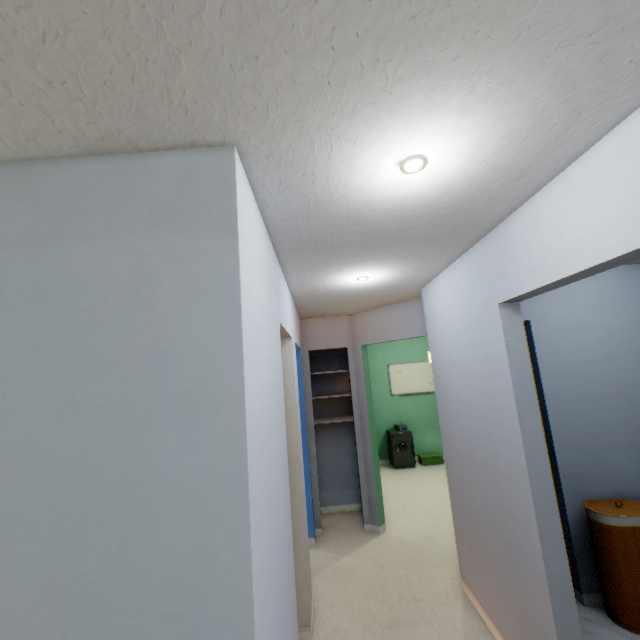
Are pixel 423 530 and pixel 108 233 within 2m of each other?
no

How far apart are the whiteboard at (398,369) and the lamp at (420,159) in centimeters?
556cm

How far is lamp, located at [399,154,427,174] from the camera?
1.1m

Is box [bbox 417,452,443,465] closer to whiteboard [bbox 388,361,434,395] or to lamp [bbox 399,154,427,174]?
whiteboard [bbox 388,361,434,395]

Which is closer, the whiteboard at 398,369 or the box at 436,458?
the box at 436,458

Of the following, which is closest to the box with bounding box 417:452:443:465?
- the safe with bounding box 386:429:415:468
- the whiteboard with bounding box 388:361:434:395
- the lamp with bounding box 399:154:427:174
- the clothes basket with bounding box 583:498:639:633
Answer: the safe with bounding box 386:429:415:468

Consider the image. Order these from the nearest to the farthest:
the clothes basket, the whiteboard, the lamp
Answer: → the lamp, the clothes basket, the whiteboard
